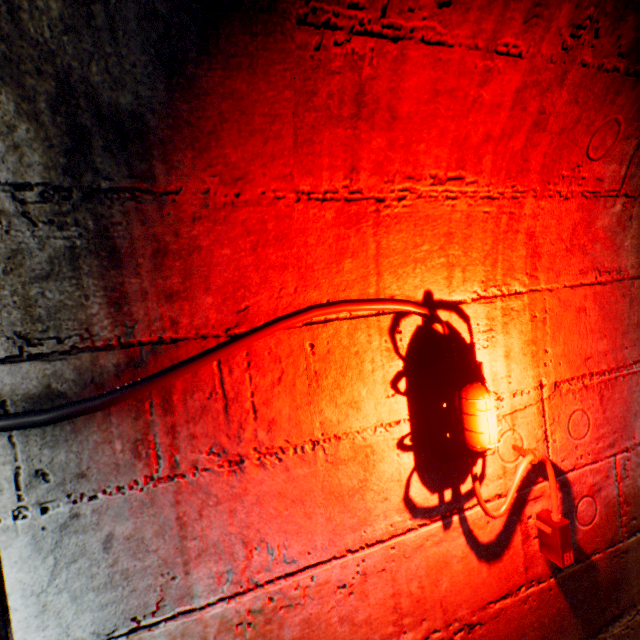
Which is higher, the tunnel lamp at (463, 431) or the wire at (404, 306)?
the wire at (404, 306)

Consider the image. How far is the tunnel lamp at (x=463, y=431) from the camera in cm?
87

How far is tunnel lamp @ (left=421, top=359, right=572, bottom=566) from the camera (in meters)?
0.87

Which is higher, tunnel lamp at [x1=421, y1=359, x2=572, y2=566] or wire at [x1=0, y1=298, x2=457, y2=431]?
wire at [x1=0, y1=298, x2=457, y2=431]

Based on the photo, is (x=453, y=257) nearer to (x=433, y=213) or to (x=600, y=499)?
(x=433, y=213)
